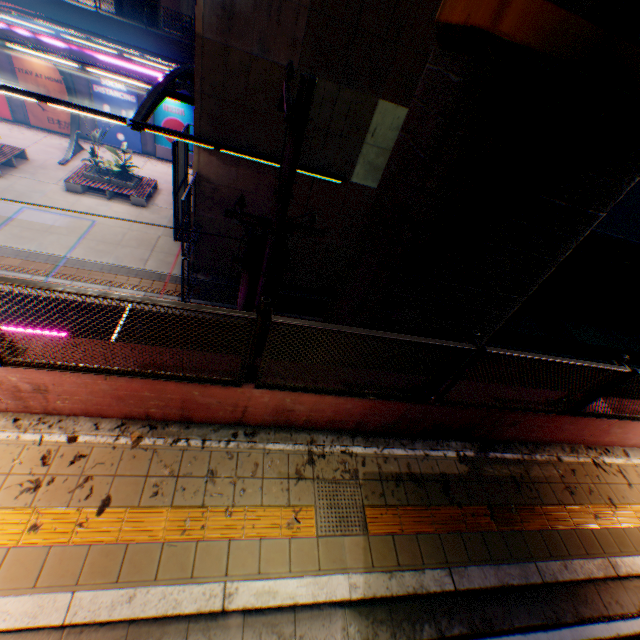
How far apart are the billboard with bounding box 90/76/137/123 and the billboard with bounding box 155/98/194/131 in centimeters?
83cm

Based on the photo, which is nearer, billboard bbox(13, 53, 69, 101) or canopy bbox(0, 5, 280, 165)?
canopy bbox(0, 5, 280, 165)

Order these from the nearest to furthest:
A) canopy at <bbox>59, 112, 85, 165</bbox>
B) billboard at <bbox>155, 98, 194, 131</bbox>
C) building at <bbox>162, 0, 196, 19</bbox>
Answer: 1. canopy at <bbox>59, 112, 85, 165</bbox>
2. billboard at <bbox>155, 98, 194, 131</bbox>
3. building at <bbox>162, 0, 196, 19</bbox>

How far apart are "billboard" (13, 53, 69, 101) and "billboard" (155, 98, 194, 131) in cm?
471

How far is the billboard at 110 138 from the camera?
21.22m

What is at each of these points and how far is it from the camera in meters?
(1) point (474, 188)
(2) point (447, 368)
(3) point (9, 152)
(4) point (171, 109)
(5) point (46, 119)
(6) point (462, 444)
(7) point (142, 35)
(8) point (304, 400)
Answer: (1) overpass support, 4.1 m
(2) metal fence, 4.0 m
(3) bench, 17.5 m
(4) billboard, 20.9 m
(5) billboard, 20.7 m
(6) concrete curb, 5.5 m
(7) concrete block, 18.4 m
(8) concrete block, 4.3 m

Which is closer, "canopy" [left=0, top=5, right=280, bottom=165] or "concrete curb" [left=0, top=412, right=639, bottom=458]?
"concrete curb" [left=0, top=412, right=639, bottom=458]

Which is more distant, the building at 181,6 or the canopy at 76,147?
the building at 181,6
